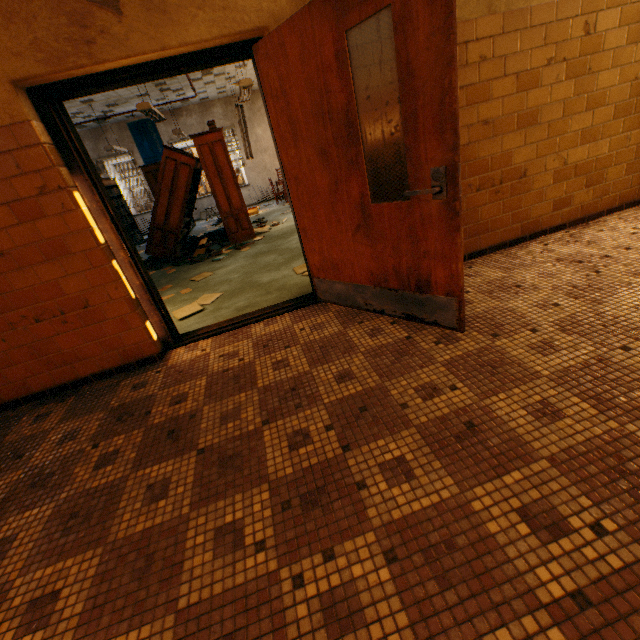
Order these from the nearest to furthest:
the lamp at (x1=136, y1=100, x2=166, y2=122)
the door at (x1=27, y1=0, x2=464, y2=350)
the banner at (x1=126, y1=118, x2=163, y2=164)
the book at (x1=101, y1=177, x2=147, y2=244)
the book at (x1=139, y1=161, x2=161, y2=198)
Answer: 1. the door at (x1=27, y1=0, x2=464, y2=350)
2. the lamp at (x1=136, y1=100, x2=166, y2=122)
3. the book at (x1=139, y1=161, x2=161, y2=198)
4. the book at (x1=101, y1=177, x2=147, y2=244)
5. the banner at (x1=126, y1=118, x2=163, y2=164)

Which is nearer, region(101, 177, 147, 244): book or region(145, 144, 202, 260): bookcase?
region(145, 144, 202, 260): bookcase

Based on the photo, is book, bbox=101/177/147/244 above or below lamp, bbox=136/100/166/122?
below

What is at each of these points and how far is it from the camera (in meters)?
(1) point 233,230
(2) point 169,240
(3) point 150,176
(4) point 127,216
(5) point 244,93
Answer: (1) book, 7.18
(2) bookcase, 6.93
(3) book, 9.77
(4) book, 11.33
(5) lamp, 6.99

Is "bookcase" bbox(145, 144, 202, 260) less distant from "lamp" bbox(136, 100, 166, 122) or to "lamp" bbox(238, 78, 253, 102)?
"lamp" bbox(136, 100, 166, 122)

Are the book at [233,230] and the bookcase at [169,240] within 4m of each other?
yes

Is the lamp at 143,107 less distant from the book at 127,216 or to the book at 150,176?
the book at 150,176

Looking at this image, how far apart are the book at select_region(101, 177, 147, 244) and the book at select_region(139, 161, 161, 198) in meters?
0.9
